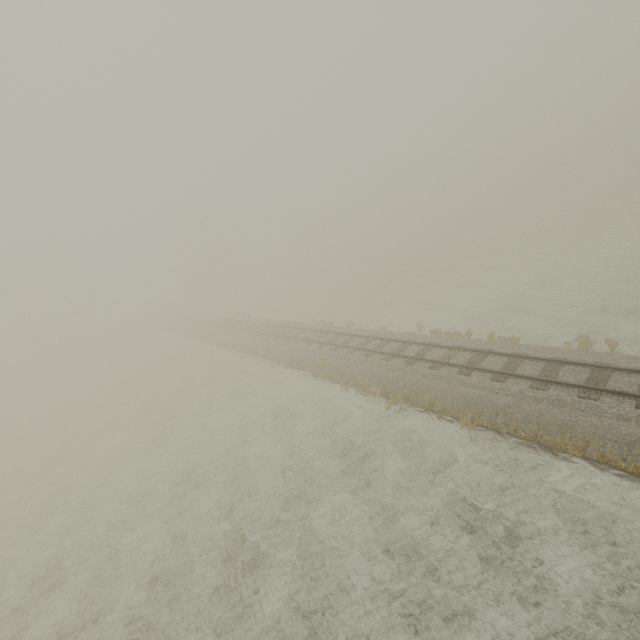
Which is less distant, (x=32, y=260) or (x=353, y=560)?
(x=353, y=560)
